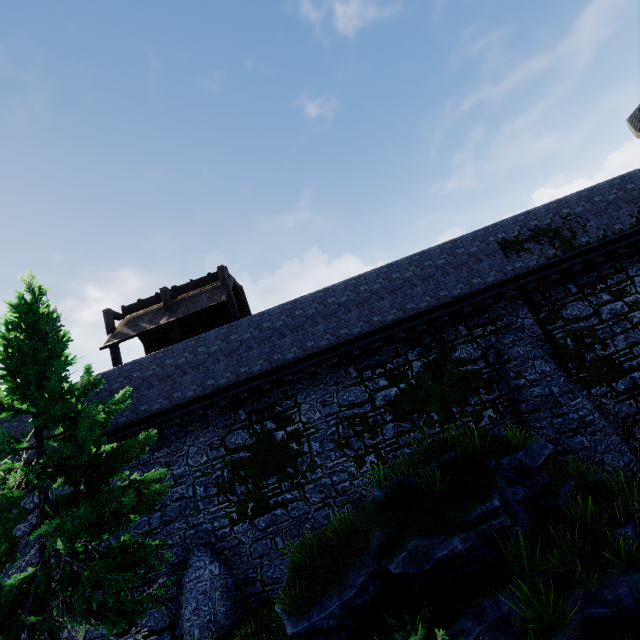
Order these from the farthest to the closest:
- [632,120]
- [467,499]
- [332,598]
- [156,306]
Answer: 1. [632,120]
2. [156,306]
3. [467,499]
4. [332,598]

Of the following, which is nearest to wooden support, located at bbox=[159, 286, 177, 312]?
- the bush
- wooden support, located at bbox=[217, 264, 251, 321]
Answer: wooden support, located at bbox=[217, 264, 251, 321]

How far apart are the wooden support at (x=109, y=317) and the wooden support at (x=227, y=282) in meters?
5.6

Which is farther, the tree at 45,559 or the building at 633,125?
the building at 633,125

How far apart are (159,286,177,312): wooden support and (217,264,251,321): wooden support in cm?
259

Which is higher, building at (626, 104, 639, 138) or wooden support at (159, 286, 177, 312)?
building at (626, 104, 639, 138)

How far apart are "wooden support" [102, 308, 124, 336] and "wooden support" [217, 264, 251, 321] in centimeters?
559cm

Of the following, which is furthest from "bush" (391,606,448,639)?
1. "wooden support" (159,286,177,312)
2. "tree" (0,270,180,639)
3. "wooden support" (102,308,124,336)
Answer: "wooden support" (102,308,124,336)
